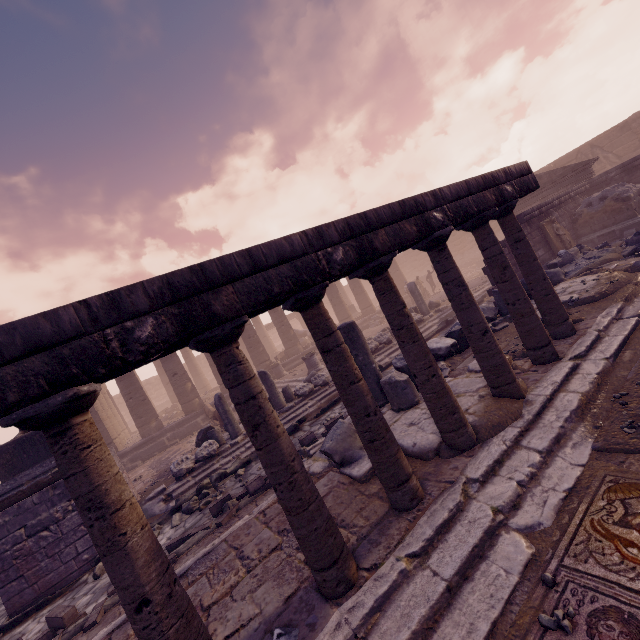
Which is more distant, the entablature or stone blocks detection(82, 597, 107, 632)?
stone blocks detection(82, 597, 107, 632)

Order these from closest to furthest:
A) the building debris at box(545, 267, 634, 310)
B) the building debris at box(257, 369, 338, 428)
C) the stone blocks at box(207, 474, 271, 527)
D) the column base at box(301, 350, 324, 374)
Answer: the stone blocks at box(207, 474, 271, 527)
the building debris at box(545, 267, 634, 310)
the building debris at box(257, 369, 338, 428)
the column base at box(301, 350, 324, 374)

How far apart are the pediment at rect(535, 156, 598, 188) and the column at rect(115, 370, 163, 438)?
22.1m

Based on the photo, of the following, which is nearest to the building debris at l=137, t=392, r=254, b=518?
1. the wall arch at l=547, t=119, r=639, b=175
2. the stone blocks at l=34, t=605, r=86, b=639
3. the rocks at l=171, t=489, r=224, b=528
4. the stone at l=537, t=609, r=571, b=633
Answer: the rocks at l=171, t=489, r=224, b=528

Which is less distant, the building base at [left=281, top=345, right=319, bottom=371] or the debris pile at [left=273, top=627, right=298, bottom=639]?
the debris pile at [left=273, top=627, right=298, bottom=639]

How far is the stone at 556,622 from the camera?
2.0m

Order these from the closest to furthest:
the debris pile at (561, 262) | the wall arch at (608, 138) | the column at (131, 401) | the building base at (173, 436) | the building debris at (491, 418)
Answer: the building debris at (491, 418) < the debris pile at (561, 262) < the building base at (173, 436) < the column at (131, 401) < the wall arch at (608, 138)

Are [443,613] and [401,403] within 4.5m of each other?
yes
